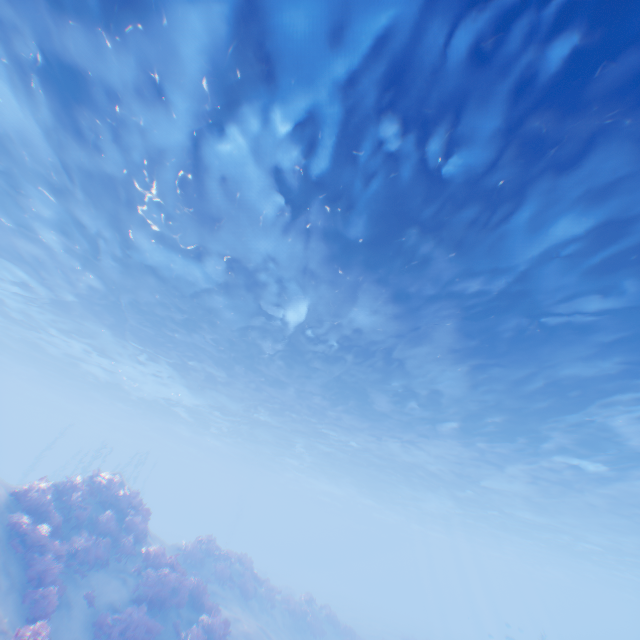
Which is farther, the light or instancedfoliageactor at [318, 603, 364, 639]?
instancedfoliageactor at [318, 603, 364, 639]

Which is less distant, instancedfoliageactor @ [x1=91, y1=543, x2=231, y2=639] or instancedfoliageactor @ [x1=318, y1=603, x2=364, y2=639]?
instancedfoliageactor @ [x1=91, y1=543, x2=231, y2=639]

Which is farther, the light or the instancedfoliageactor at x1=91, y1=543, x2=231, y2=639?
the instancedfoliageactor at x1=91, y1=543, x2=231, y2=639

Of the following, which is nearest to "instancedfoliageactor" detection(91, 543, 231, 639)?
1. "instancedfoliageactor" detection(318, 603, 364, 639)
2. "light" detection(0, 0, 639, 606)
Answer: "instancedfoliageactor" detection(318, 603, 364, 639)

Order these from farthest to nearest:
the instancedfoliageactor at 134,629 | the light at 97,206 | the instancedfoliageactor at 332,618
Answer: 1. the instancedfoliageactor at 332,618
2. the instancedfoliageactor at 134,629
3. the light at 97,206

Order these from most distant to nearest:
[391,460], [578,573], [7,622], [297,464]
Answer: [578,573], [297,464], [391,460], [7,622]

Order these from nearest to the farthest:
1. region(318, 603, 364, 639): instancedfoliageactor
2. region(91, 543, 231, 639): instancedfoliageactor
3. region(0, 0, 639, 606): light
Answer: region(0, 0, 639, 606): light
region(91, 543, 231, 639): instancedfoliageactor
region(318, 603, 364, 639): instancedfoliageactor

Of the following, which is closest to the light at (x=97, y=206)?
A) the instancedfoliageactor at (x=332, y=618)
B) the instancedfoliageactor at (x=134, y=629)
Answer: the instancedfoliageactor at (x=332, y=618)
